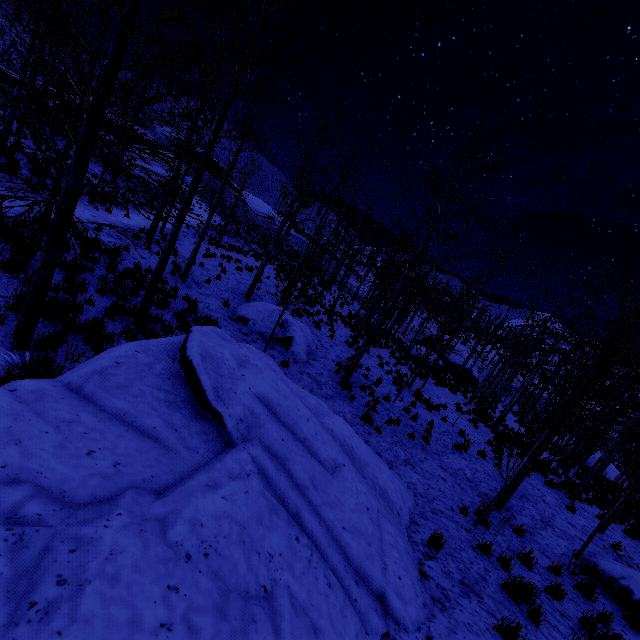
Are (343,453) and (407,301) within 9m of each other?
no

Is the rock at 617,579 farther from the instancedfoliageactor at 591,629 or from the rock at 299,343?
the rock at 299,343

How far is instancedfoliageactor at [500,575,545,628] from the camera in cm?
517

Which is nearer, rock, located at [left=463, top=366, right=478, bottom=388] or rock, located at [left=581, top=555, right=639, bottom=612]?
rock, located at [left=581, top=555, right=639, bottom=612]

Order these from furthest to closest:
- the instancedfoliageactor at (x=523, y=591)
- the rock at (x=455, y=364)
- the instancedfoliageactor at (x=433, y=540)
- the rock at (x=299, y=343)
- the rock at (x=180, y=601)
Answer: the rock at (x=455, y=364), the rock at (x=299, y=343), the instancedfoliageactor at (x=433, y=540), the instancedfoliageactor at (x=523, y=591), the rock at (x=180, y=601)

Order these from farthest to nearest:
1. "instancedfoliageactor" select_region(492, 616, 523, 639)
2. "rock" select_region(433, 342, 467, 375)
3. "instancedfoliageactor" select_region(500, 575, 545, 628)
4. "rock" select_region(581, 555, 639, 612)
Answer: "rock" select_region(433, 342, 467, 375) < "rock" select_region(581, 555, 639, 612) < "instancedfoliageactor" select_region(500, 575, 545, 628) < "instancedfoliageactor" select_region(492, 616, 523, 639)

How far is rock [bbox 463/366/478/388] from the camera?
35.26m

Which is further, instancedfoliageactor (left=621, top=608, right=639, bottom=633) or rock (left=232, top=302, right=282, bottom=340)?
rock (left=232, top=302, right=282, bottom=340)
